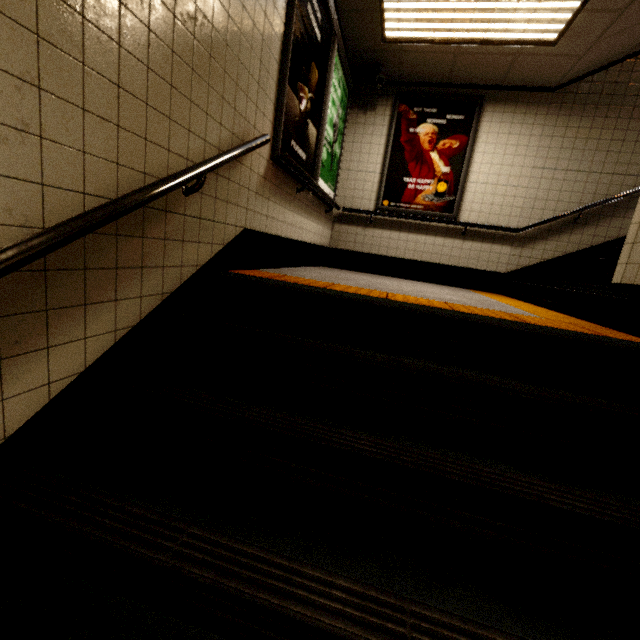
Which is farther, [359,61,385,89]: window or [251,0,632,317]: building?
[359,61,385,89]: window

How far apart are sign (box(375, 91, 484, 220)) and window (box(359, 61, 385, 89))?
0.4 meters

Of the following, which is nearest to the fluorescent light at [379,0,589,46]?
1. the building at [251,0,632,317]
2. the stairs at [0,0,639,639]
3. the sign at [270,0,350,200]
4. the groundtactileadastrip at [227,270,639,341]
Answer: the building at [251,0,632,317]

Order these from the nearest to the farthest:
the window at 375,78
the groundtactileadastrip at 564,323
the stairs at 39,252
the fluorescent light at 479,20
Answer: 1. the stairs at 39,252
2. the groundtactileadastrip at 564,323
3. the fluorescent light at 479,20
4. the window at 375,78

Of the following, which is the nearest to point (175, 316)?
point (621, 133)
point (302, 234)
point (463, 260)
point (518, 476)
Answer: point (518, 476)

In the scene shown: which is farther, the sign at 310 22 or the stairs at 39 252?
the sign at 310 22

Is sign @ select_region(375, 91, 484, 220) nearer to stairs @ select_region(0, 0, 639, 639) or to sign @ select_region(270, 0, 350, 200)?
sign @ select_region(270, 0, 350, 200)

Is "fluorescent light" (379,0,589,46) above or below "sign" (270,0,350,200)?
above
